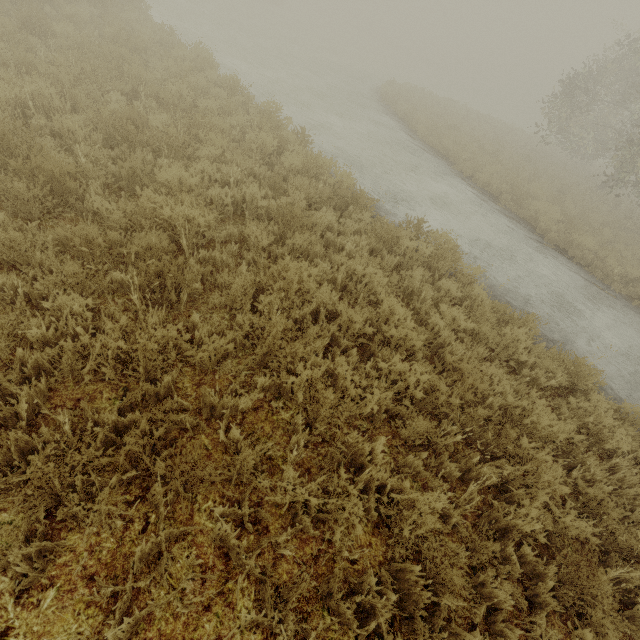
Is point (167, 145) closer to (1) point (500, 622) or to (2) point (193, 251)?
(2) point (193, 251)
